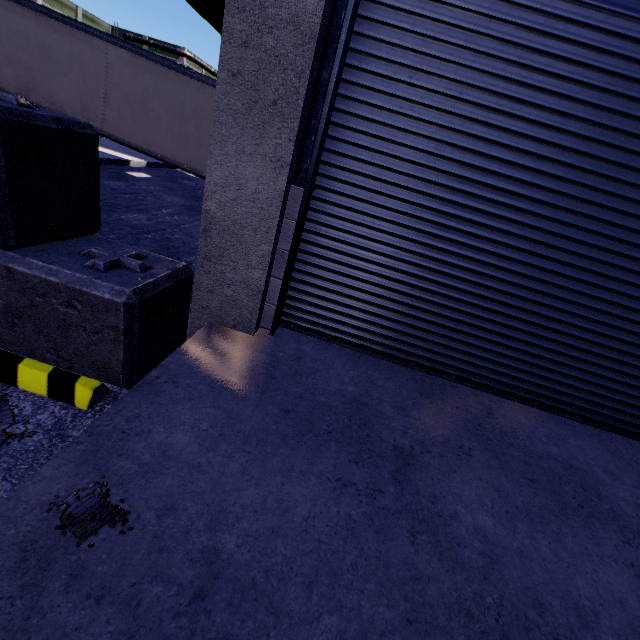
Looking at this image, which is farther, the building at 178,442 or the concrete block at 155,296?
the concrete block at 155,296

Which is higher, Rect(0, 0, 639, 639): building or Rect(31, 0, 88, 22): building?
Rect(31, 0, 88, 22): building

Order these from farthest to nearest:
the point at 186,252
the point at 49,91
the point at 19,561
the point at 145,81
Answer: the point at 49,91 < the point at 145,81 < the point at 186,252 < the point at 19,561

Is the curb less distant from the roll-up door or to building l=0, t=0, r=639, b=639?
building l=0, t=0, r=639, b=639

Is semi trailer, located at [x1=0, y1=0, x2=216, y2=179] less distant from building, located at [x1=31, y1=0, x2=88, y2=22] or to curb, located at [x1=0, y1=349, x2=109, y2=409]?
building, located at [x1=31, y1=0, x2=88, y2=22]

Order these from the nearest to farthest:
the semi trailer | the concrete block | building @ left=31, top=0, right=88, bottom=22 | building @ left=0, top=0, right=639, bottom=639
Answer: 1. building @ left=0, top=0, right=639, bottom=639
2. the concrete block
3. the semi trailer
4. building @ left=31, top=0, right=88, bottom=22

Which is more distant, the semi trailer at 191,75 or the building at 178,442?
the semi trailer at 191,75

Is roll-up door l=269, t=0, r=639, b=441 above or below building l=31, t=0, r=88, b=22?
below
